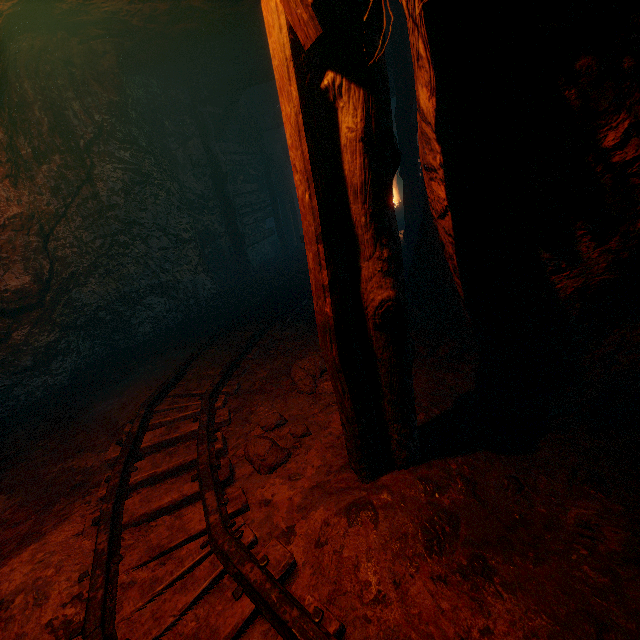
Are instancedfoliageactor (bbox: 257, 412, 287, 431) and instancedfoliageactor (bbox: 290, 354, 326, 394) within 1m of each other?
yes

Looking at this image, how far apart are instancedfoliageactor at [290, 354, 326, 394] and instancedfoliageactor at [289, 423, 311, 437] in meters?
0.3

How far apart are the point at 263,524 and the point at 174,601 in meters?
0.6 m

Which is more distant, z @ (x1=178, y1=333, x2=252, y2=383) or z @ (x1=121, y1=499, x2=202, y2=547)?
z @ (x1=178, y1=333, x2=252, y2=383)

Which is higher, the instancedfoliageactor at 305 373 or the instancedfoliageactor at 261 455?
the instancedfoliageactor at 305 373

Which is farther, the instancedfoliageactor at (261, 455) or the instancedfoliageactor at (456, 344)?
the instancedfoliageactor at (456, 344)

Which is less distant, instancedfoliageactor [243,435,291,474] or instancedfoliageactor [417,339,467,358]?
instancedfoliageactor [243,435,291,474]

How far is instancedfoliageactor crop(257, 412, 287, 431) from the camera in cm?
309
